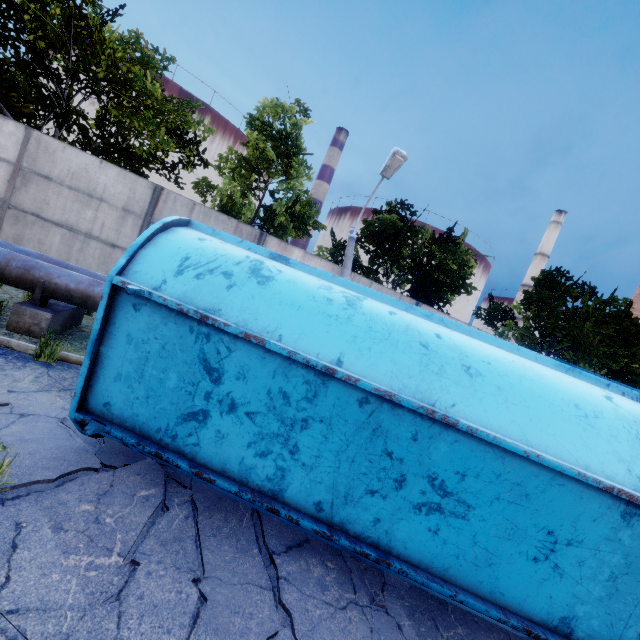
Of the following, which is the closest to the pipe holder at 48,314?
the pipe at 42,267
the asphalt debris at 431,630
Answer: the pipe at 42,267

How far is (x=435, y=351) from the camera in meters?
2.9

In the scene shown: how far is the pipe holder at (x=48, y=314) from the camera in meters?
5.5 m

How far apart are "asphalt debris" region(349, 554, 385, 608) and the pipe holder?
6.01m

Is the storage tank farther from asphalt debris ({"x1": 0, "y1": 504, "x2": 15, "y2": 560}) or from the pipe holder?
asphalt debris ({"x1": 0, "y1": 504, "x2": 15, "y2": 560})

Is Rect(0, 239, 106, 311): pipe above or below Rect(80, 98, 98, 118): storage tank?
below

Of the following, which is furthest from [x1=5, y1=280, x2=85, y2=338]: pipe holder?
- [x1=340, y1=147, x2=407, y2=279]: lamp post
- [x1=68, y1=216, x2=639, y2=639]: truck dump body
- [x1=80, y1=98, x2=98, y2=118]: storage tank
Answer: [x1=80, y1=98, x2=98, y2=118]: storage tank

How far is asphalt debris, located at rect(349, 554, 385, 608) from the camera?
3.0m
